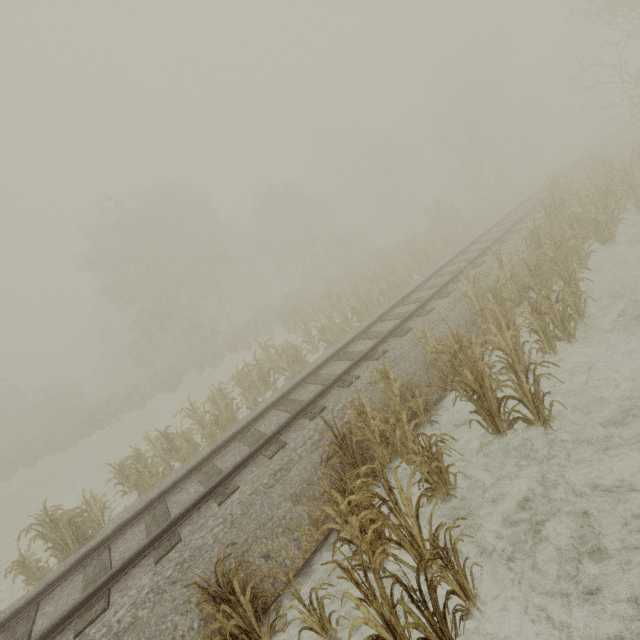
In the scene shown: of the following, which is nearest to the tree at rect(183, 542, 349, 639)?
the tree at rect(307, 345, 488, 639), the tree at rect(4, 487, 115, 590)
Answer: the tree at rect(307, 345, 488, 639)

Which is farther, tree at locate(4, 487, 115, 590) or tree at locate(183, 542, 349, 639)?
tree at locate(4, 487, 115, 590)

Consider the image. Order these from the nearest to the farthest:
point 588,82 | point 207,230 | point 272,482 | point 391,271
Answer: point 272,482, point 391,271, point 207,230, point 588,82

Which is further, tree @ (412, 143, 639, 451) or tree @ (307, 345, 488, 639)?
tree @ (412, 143, 639, 451)

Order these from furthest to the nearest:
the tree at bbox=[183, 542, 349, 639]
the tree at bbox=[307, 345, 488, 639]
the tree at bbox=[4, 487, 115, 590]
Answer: the tree at bbox=[4, 487, 115, 590] < the tree at bbox=[183, 542, 349, 639] < the tree at bbox=[307, 345, 488, 639]

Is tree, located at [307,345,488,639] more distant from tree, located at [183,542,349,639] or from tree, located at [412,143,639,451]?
tree, located at [412,143,639,451]

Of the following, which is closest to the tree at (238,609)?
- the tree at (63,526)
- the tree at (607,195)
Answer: the tree at (63,526)
